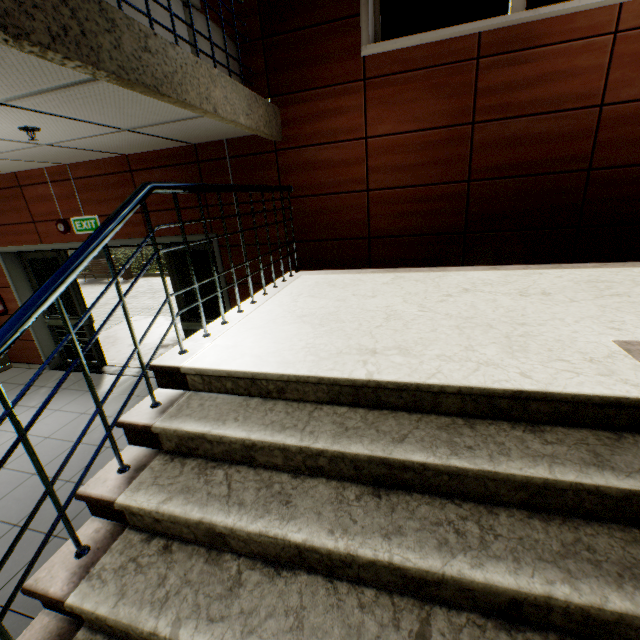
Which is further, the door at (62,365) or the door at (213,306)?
the door at (62,365)

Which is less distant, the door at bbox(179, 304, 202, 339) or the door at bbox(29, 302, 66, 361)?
the door at bbox(179, 304, 202, 339)

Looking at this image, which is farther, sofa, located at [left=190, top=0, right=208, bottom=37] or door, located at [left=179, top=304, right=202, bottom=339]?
door, located at [left=179, top=304, right=202, bottom=339]

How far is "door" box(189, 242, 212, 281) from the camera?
4.5 meters

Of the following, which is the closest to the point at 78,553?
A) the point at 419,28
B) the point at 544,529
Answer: the point at 544,529
